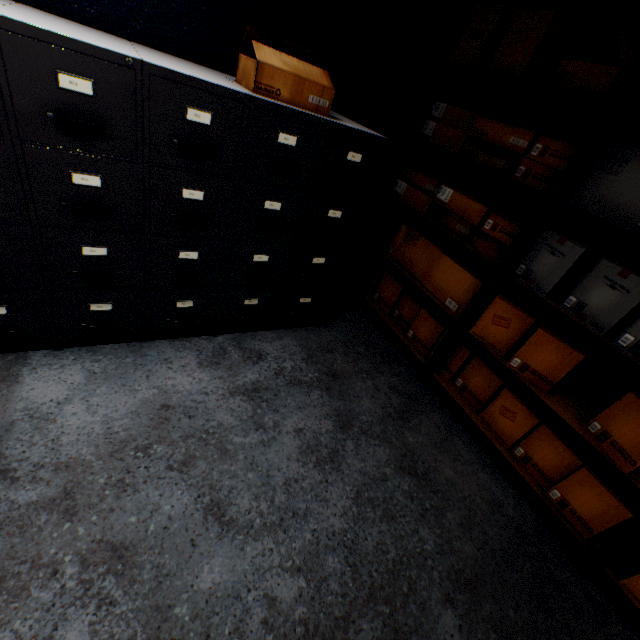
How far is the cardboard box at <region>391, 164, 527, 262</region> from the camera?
1.9m

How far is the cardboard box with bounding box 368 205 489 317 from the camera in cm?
209

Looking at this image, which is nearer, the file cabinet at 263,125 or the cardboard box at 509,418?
the file cabinet at 263,125

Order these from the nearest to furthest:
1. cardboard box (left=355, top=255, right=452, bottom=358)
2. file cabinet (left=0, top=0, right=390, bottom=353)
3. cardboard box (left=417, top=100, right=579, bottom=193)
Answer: file cabinet (left=0, top=0, right=390, bottom=353)
cardboard box (left=417, top=100, right=579, bottom=193)
cardboard box (left=355, top=255, right=452, bottom=358)

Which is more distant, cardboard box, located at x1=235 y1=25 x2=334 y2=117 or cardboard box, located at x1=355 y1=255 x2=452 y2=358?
cardboard box, located at x1=355 y1=255 x2=452 y2=358

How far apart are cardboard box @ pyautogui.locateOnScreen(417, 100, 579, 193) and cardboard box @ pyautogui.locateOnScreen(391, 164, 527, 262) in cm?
14

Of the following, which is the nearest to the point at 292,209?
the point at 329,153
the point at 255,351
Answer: the point at 329,153

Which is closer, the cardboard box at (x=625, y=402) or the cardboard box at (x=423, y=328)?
the cardboard box at (x=625, y=402)
